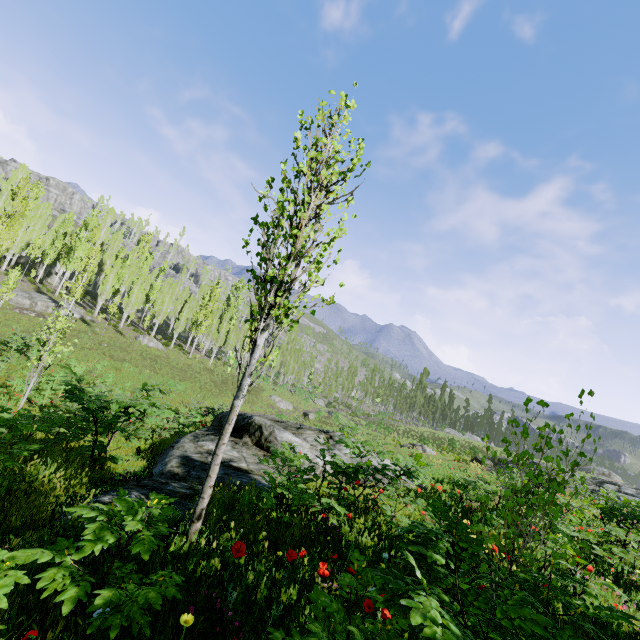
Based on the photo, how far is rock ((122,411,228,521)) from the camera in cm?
498

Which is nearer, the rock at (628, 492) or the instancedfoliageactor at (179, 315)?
the rock at (628, 492)

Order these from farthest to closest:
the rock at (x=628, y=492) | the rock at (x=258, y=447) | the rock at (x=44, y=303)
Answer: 1. the rock at (x=44, y=303)
2. the rock at (x=628, y=492)
3. the rock at (x=258, y=447)

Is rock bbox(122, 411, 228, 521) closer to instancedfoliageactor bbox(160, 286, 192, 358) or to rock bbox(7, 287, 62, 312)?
instancedfoliageactor bbox(160, 286, 192, 358)

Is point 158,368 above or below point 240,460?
below

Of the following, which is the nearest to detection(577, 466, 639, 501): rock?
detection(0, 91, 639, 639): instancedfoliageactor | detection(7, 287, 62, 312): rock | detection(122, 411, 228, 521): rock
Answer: detection(0, 91, 639, 639): instancedfoliageactor

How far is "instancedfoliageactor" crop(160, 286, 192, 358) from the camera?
43.2m
